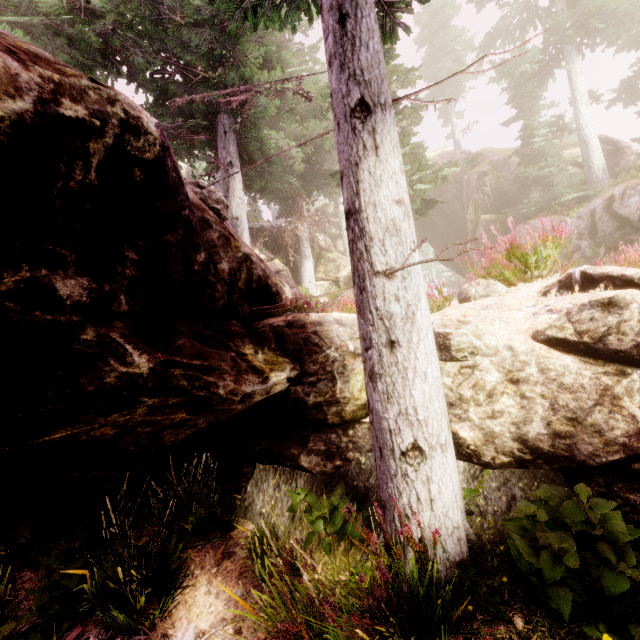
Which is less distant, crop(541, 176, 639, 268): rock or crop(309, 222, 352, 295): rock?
crop(541, 176, 639, 268): rock

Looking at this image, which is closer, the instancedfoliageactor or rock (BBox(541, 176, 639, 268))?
the instancedfoliageactor

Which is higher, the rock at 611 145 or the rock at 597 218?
the rock at 611 145

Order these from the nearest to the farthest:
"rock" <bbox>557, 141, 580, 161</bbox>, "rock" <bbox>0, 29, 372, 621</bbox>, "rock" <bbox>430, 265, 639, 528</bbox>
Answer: "rock" <bbox>0, 29, 372, 621</bbox>, "rock" <bbox>430, 265, 639, 528</bbox>, "rock" <bbox>557, 141, 580, 161</bbox>

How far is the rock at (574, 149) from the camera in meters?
21.1

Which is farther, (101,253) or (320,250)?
(320,250)

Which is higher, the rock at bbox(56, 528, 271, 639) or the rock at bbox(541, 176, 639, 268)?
the rock at bbox(541, 176, 639, 268)
